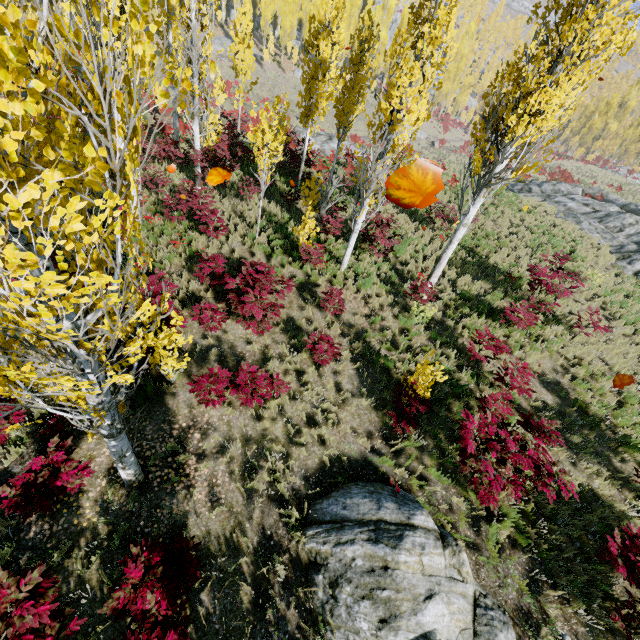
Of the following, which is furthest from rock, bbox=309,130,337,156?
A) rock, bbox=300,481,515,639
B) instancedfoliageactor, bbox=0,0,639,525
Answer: rock, bbox=300,481,515,639

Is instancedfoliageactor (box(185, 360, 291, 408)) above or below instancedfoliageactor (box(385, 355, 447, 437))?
below

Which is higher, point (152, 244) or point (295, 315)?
point (295, 315)

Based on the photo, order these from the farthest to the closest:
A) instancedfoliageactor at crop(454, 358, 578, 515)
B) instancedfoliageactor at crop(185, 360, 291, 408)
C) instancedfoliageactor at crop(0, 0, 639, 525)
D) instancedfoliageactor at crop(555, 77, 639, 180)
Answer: instancedfoliageactor at crop(555, 77, 639, 180)
instancedfoliageactor at crop(185, 360, 291, 408)
instancedfoliageactor at crop(454, 358, 578, 515)
instancedfoliageactor at crop(0, 0, 639, 525)

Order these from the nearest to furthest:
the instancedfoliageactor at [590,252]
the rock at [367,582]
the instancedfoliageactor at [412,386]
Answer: the rock at [367,582]
the instancedfoliageactor at [412,386]
the instancedfoliageactor at [590,252]

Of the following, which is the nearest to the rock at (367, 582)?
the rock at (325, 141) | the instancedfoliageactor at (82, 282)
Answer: the instancedfoliageactor at (82, 282)
